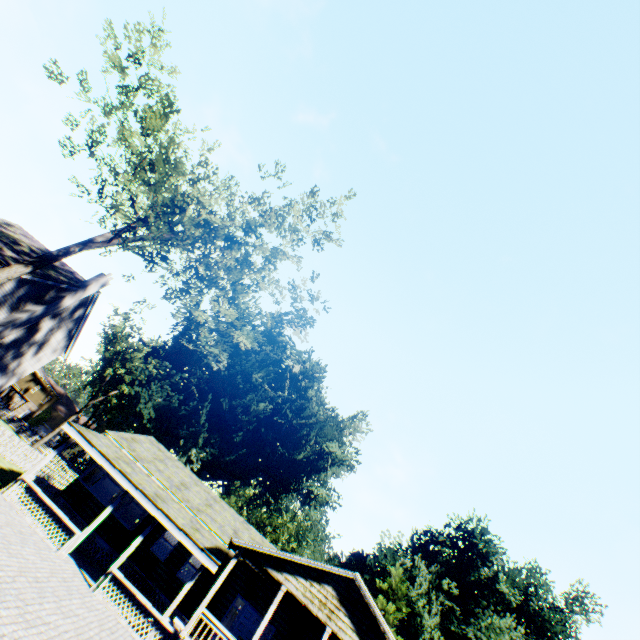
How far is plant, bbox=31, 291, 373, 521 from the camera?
43.1m

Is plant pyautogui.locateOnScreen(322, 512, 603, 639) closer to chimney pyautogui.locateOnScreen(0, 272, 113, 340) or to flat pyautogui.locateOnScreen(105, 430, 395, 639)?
flat pyautogui.locateOnScreen(105, 430, 395, 639)

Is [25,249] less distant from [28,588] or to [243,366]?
[28,588]

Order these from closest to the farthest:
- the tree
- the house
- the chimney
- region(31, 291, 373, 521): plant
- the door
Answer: the house → the tree → the door → the chimney → region(31, 291, 373, 521): plant

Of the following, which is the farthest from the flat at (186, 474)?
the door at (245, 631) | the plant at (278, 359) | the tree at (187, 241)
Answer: the tree at (187, 241)

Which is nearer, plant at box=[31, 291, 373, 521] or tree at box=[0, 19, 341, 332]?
tree at box=[0, 19, 341, 332]

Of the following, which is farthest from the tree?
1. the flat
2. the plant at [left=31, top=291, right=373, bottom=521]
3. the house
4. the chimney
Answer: the flat

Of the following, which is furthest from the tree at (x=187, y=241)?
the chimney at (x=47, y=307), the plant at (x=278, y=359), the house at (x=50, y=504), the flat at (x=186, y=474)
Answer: the flat at (x=186, y=474)
